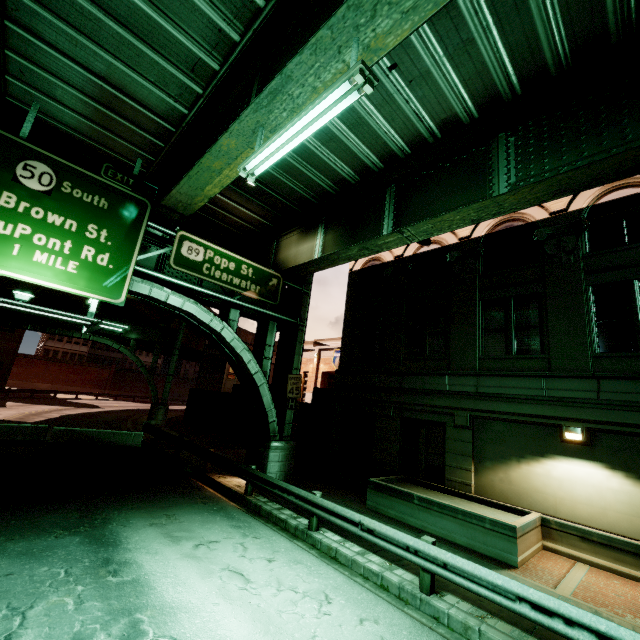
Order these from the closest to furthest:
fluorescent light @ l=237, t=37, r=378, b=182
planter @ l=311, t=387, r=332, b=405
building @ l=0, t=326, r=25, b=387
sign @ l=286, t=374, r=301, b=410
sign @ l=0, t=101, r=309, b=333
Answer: fluorescent light @ l=237, t=37, r=378, b=182
sign @ l=0, t=101, r=309, b=333
sign @ l=286, t=374, r=301, b=410
planter @ l=311, t=387, r=332, b=405
building @ l=0, t=326, r=25, b=387

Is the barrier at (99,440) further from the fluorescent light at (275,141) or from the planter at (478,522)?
the fluorescent light at (275,141)

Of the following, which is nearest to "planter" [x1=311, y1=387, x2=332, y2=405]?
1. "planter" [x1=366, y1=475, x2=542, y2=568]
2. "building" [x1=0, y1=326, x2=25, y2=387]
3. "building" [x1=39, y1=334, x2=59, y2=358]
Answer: "planter" [x1=366, y1=475, x2=542, y2=568]

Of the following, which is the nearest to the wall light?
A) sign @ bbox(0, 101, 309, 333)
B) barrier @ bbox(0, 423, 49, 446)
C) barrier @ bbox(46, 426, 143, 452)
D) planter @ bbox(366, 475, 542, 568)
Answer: planter @ bbox(366, 475, 542, 568)

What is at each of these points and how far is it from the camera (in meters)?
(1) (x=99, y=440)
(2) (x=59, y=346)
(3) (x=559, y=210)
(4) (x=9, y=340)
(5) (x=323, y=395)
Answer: (1) barrier, 16.42
(2) building, 59.94
(3) building, 12.12
(4) building, 39.38
(5) planter, 19.86

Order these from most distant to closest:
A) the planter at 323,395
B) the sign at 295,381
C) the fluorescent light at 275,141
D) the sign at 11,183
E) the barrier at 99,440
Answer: the planter at 323,395 → the barrier at 99,440 → the sign at 295,381 → the sign at 11,183 → the fluorescent light at 275,141

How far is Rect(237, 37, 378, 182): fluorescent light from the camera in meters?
4.6

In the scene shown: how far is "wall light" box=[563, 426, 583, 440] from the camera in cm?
987
